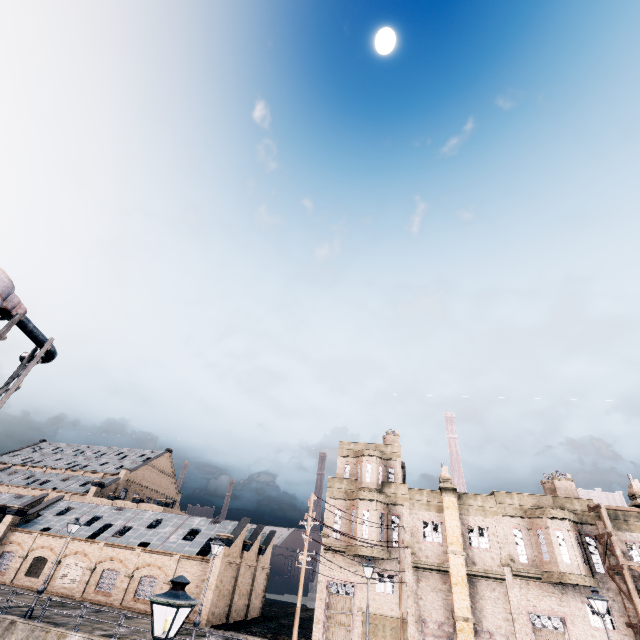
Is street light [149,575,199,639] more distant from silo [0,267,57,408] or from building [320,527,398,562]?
building [320,527,398,562]

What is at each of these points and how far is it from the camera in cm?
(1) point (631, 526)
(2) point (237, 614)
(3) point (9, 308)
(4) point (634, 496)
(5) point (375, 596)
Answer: (1) building, 2586
(2) building, 3422
(3) silo, 1268
(4) building, 2684
(5) building, 2608

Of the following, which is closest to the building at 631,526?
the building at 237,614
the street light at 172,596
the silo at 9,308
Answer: the building at 237,614

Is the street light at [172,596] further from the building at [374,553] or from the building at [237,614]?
the building at [237,614]

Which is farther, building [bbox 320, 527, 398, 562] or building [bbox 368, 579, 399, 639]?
building [bbox 320, 527, 398, 562]
